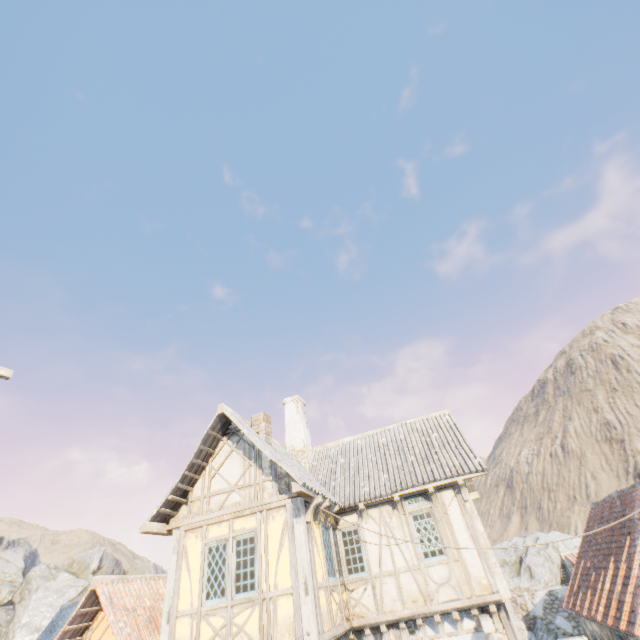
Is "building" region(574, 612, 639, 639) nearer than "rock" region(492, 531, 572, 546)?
Yes

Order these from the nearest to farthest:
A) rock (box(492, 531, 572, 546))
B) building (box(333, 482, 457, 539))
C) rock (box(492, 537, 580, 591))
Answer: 1. building (box(333, 482, 457, 539))
2. rock (box(492, 537, 580, 591))
3. rock (box(492, 531, 572, 546))

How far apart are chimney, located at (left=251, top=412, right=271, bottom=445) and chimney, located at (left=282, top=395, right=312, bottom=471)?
3.0m

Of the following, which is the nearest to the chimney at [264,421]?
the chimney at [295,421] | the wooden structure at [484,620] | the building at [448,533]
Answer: the building at [448,533]

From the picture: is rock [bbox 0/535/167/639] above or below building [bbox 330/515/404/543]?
above

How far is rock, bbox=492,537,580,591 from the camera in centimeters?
2230cm

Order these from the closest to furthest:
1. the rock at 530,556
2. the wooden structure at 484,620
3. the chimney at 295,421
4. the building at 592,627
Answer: the wooden structure at 484,620 < the building at 592,627 < the chimney at 295,421 < the rock at 530,556

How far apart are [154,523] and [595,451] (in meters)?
67.00
